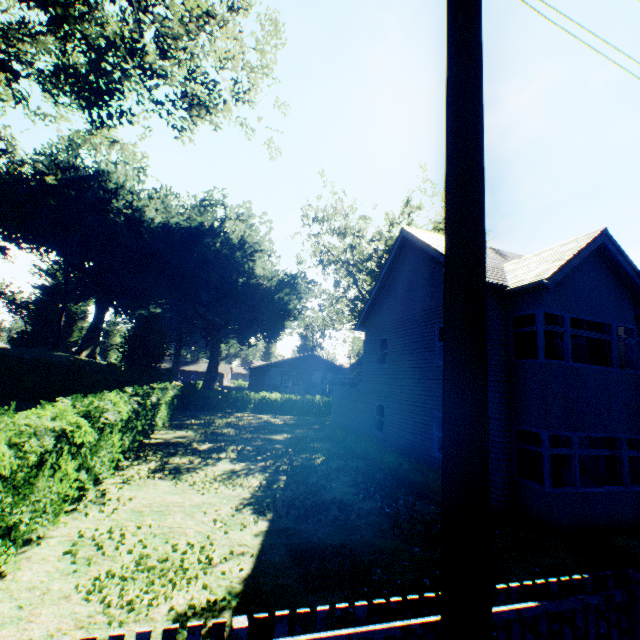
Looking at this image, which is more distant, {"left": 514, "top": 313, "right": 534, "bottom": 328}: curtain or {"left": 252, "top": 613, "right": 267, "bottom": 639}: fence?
{"left": 514, "top": 313, "right": 534, "bottom": 328}: curtain

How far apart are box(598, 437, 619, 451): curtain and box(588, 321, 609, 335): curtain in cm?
220

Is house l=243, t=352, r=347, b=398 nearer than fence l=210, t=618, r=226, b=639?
No

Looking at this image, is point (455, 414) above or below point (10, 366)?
above

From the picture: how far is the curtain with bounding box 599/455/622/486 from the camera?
9.88m

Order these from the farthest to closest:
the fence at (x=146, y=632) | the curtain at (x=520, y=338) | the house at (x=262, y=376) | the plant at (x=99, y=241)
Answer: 1. the house at (x=262, y=376)
2. the plant at (x=99, y=241)
3. the curtain at (x=520, y=338)
4. the fence at (x=146, y=632)

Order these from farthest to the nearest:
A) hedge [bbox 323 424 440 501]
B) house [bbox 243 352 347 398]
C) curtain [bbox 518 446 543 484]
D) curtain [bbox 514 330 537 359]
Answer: house [bbox 243 352 347 398]
hedge [bbox 323 424 440 501]
curtain [bbox 514 330 537 359]
curtain [bbox 518 446 543 484]

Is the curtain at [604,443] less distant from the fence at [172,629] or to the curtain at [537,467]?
the curtain at [537,467]
